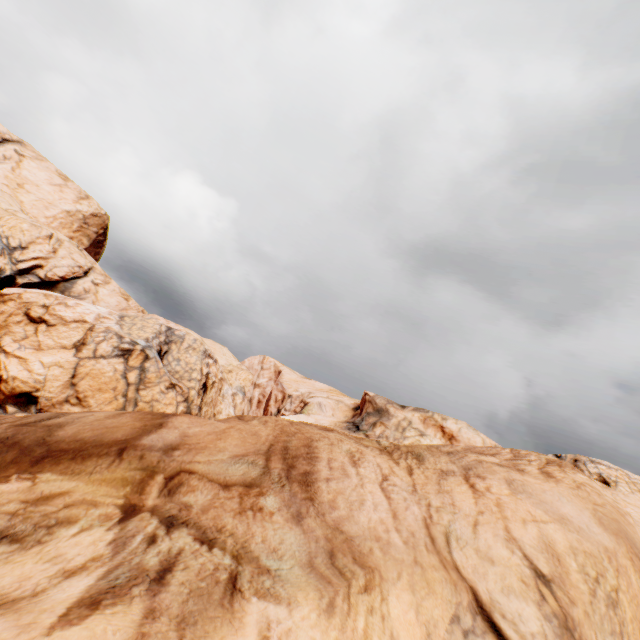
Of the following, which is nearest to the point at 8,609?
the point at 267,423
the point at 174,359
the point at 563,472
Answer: the point at 267,423
